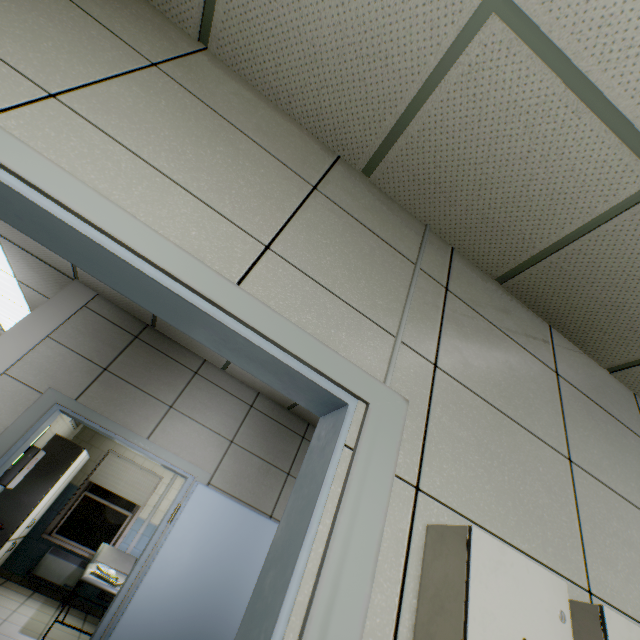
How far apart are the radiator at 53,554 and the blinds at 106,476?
0.72m

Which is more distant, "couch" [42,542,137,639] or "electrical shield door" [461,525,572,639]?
"couch" [42,542,137,639]

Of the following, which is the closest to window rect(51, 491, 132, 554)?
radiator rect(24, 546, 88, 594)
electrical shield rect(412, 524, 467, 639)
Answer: radiator rect(24, 546, 88, 594)

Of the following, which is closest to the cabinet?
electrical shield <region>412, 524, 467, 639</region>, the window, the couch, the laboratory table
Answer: the laboratory table

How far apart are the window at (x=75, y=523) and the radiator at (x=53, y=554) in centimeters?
17cm

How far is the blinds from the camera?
6.93m

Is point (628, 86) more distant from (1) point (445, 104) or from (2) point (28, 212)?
(2) point (28, 212)

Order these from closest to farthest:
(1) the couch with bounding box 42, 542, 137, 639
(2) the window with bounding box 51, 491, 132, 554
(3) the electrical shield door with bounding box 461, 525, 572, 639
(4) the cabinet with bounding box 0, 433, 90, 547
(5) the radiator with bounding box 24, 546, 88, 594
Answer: (3) the electrical shield door with bounding box 461, 525, 572, 639
(1) the couch with bounding box 42, 542, 137, 639
(4) the cabinet with bounding box 0, 433, 90, 547
(5) the radiator with bounding box 24, 546, 88, 594
(2) the window with bounding box 51, 491, 132, 554
